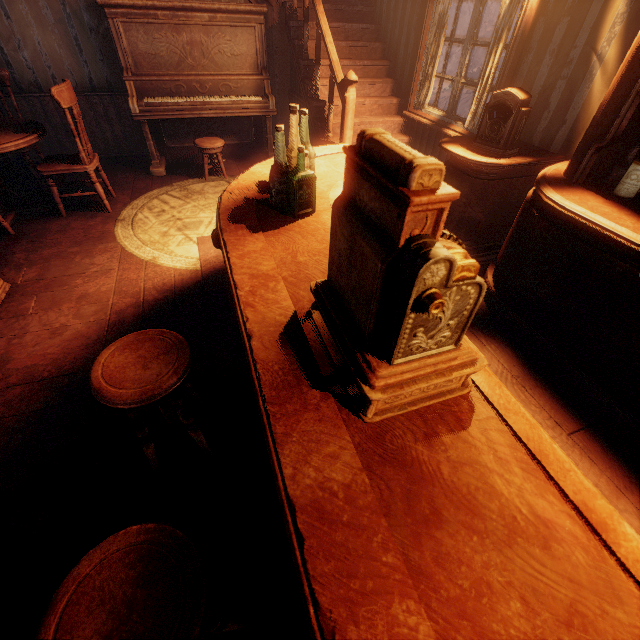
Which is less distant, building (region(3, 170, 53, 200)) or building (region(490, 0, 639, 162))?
building (region(490, 0, 639, 162))

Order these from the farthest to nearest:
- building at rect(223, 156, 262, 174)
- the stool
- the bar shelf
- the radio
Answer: building at rect(223, 156, 262, 174), the stool, the radio, the bar shelf

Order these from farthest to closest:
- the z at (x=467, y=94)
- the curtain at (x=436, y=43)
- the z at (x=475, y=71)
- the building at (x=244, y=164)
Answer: the z at (x=475, y=71) → the z at (x=467, y=94) → the building at (x=244, y=164) → the curtain at (x=436, y=43)

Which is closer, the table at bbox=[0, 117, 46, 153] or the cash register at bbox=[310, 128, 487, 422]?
the cash register at bbox=[310, 128, 487, 422]

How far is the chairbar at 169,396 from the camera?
1.26m

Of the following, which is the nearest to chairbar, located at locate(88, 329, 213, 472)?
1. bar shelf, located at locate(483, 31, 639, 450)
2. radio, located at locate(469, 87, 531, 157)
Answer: bar shelf, located at locate(483, 31, 639, 450)

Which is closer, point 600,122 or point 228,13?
point 600,122

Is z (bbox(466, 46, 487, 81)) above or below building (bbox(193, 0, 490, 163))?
below
